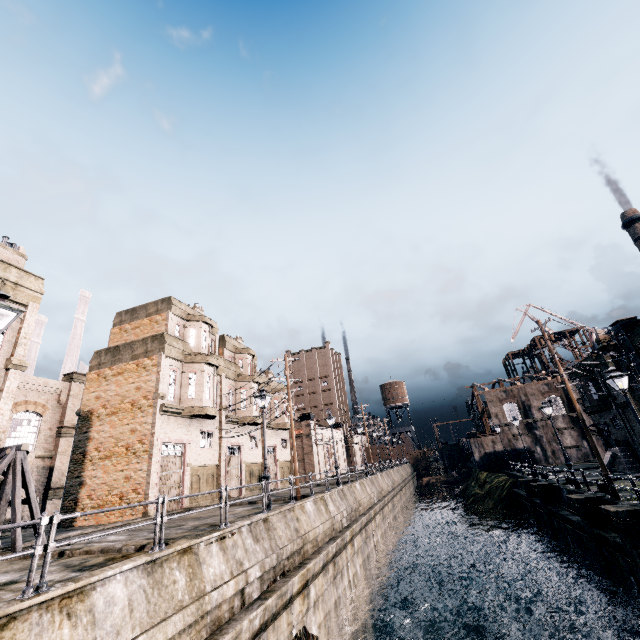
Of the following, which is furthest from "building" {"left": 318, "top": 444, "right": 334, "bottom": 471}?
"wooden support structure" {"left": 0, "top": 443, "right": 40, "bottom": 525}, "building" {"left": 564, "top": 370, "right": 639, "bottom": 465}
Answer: "building" {"left": 564, "top": 370, "right": 639, "bottom": 465}

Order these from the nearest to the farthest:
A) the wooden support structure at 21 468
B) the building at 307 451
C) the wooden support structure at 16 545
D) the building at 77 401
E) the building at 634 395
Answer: the wooden support structure at 16 545
the wooden support structure at 21 468
the building at 77 401
the building at 634 395
the building at 307 451

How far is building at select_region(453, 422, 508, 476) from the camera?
47.75m

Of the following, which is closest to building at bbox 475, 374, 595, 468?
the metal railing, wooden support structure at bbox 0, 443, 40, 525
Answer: the metal railing

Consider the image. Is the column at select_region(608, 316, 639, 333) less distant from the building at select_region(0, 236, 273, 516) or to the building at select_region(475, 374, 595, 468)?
the building at select_region(475, 374, 595, 468)

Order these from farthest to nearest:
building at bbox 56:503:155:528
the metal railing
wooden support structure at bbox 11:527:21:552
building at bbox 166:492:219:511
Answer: building at bbox 166:492:219:511, building at bbox 56:503:155:528, wooden support structure at bbox 11:527:21:552, the metal railing

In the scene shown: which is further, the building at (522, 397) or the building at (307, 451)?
the building at (307, 451)

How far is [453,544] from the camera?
34.2m
